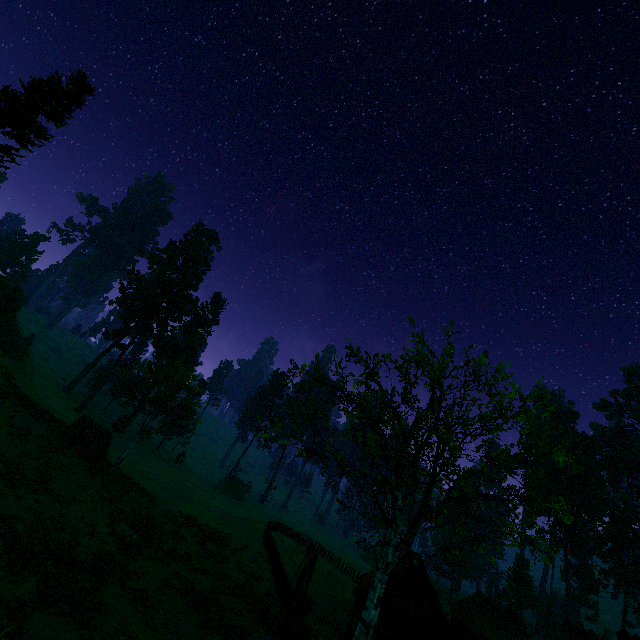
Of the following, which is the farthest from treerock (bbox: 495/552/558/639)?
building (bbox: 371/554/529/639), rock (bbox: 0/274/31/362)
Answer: rock (bbox: 0/274/31/362)

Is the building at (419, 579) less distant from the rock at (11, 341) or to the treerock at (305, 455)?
the treerock at (305, 455)

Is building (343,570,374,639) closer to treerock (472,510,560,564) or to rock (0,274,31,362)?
treerock (472,510,560,564)

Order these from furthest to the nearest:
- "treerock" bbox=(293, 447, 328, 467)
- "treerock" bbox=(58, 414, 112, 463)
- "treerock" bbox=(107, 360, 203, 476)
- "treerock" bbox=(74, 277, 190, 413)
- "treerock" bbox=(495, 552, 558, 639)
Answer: "treerock" bbox=(495, 552, 558, 639) → "treerock" bbox=(74, 277, 190, 413) → "treerock" bbox=(107, 360, 203, 476) → "treerock" bbox=(58, 414, 112, 463) → "treerock" bbox=(293, 447, 328, 467)

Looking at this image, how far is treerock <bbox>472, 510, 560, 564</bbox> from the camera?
11.77m

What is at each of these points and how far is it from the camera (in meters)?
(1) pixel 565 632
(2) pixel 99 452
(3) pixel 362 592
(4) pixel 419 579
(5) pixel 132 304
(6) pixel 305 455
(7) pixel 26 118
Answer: (1) building, 33.66
(2) treerock, 25.88
(3) building, 28.03
(4) building, 28.31
(5) treerock, 52.16
(6) treerock, 12.88
(7) treerock, 26.86

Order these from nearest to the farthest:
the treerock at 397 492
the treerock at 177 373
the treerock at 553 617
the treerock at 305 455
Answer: the treerock at 397 492 → the treerock at 305 455 → the treerock at 177 373 → the treerock at 553 617
